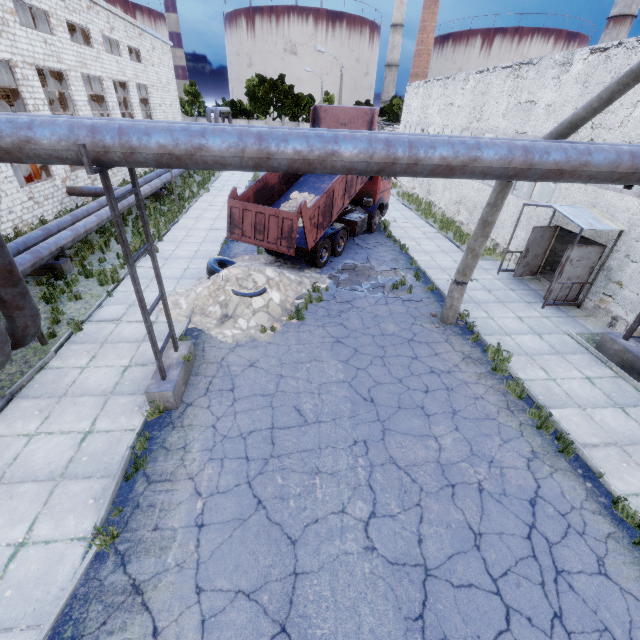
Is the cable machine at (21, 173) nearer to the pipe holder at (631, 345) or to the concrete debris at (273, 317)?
the concrete debris at (273, 317)

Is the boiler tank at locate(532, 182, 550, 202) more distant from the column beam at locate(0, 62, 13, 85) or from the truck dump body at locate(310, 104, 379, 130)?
the column beam at locate(0, 62, 13, 85)

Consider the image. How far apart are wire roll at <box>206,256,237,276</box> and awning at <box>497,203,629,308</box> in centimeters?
1094cm

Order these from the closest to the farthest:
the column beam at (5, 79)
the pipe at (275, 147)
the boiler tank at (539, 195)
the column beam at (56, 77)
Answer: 1. the pipe at (275, 147)
2. the column beam at (5, 79)
3. the column beam at (56, 77)
4. the boiler tank at (539, 195)

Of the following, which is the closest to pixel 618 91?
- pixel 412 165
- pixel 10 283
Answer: pixel 412 165

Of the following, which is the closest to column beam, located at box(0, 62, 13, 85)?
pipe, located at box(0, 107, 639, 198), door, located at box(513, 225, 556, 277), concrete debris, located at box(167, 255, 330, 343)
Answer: pipe, located at box(0, 107, 639, 198)

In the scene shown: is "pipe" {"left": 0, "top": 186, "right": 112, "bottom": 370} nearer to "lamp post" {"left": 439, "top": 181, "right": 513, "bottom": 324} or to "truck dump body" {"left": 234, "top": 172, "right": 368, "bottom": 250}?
"lamp post" {"left": 439, "top": 181, "right": 513, "bottom": 324}

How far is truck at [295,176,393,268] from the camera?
13.0m
